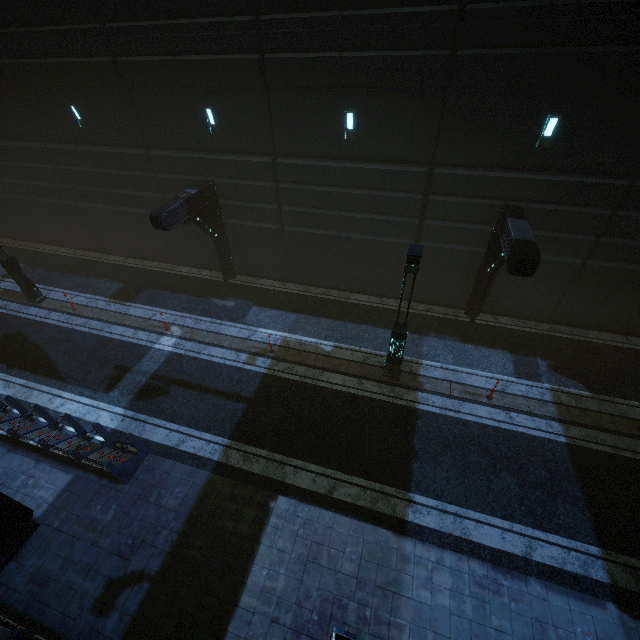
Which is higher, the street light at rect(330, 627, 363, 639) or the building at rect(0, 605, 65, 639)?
the street light at rect(330, 627, 363, 639)

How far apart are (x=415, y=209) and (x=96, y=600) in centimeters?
1467cm

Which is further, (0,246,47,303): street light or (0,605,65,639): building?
(0,246,47,303): street light

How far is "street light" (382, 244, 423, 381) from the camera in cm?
780

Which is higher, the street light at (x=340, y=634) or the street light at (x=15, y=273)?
the street light at (x=340, y=634)

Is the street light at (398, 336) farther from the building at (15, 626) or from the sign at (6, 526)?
the sign at (6, 526)

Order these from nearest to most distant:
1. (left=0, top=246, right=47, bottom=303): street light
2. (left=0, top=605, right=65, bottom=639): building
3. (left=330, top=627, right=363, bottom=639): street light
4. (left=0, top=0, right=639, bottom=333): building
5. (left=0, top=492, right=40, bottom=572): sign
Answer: (left=330, top=627, right=363, bottom=639): street light < (left=0, top=605, right=65, bottom=639): building < (left=0, top=492, right=40, bottom=572): sign < (left=0, top=0, right=639, bottom=333): building < (left=0, top=246, right=47, bottom=303): street light
